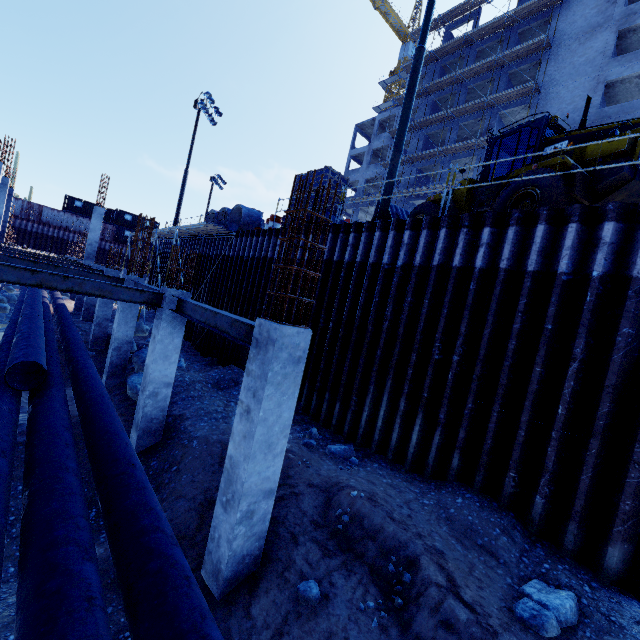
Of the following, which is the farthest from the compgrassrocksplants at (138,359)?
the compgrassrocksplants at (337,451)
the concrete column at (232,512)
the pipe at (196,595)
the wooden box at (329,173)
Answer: the wooden box at (329,173)

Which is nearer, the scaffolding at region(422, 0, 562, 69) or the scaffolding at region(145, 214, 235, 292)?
the scaffolding at region(145, 214, 235, 292)

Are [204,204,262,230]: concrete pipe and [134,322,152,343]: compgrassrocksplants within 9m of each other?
yes

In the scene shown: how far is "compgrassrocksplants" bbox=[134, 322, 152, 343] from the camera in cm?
1672

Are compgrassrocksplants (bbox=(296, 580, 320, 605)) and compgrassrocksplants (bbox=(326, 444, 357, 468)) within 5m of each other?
yes

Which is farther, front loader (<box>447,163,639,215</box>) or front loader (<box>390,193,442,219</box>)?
front loader (<box>390,193,442,219</box>)

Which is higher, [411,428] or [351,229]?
[351,229]

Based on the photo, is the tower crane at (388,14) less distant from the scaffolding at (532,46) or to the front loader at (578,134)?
the scaffolding at (532,46)
